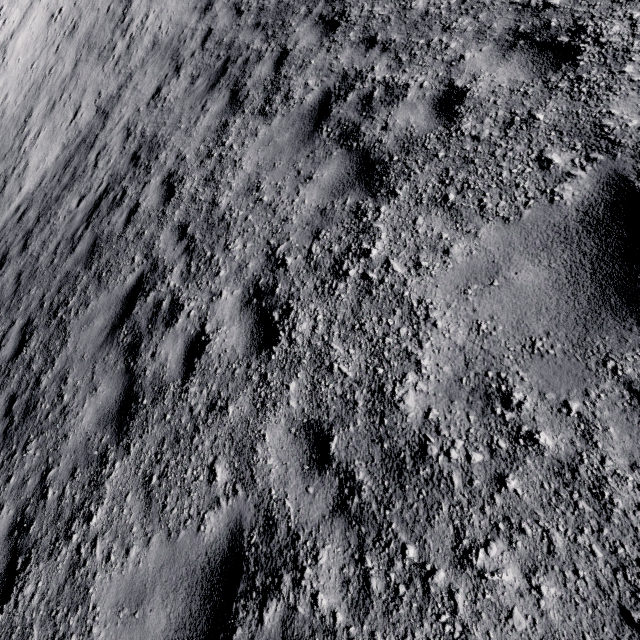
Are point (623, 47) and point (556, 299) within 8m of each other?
yes
